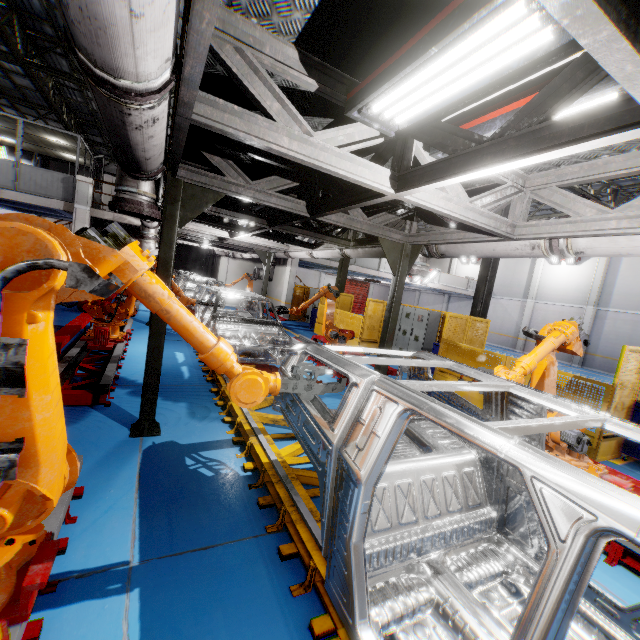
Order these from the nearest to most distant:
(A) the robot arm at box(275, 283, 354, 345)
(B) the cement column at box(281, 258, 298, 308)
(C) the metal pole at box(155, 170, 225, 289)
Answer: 1. (C) the metal pole at box(155, 170, 225, 289)
2. (A) the robot arm at box(275, 283, 354, 345)
3. (B) the cement column at box(281, 258, 298, 308)

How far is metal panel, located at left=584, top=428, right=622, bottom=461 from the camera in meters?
6.0

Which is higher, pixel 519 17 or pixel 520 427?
pixel 519 17

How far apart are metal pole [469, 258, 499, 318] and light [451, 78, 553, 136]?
9.0 meters

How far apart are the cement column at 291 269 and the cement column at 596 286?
19.3m

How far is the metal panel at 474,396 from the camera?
8.07m

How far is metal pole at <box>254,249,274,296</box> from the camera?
12.8 meters

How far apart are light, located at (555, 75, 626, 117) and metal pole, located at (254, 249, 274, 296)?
9.87m
